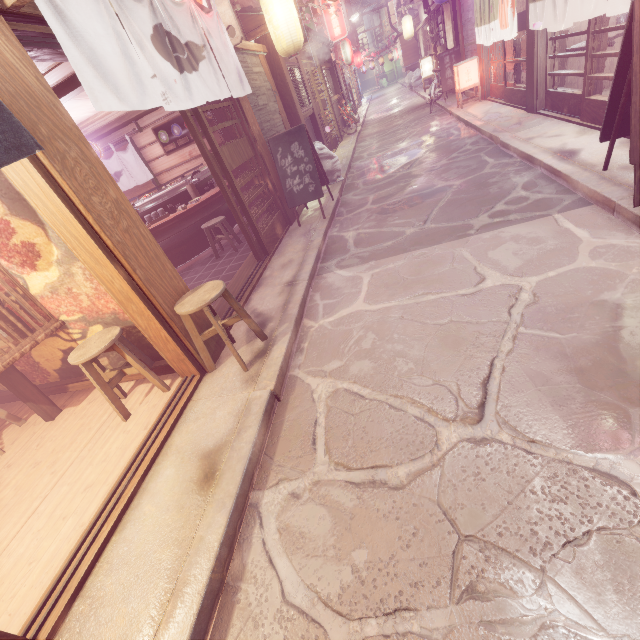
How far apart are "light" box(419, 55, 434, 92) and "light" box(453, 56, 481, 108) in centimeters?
1629cm

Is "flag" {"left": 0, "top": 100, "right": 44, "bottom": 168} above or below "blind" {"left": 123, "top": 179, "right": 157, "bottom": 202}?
above

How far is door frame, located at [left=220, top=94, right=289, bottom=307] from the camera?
8.13m

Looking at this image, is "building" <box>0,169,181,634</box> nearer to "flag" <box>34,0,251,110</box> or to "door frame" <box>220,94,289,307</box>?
"door frame" <box>220,94,289,307</box>

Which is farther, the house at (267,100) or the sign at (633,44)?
the house at (267,100)

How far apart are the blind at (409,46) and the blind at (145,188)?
39.7m

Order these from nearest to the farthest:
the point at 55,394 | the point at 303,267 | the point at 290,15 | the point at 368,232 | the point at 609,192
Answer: the point at 609,192
the point at 55,394
the point at 303,267
the point at 368,232
the point at 290,15

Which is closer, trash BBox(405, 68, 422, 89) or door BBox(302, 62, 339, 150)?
door BBox(302, 62, 339, 150)
